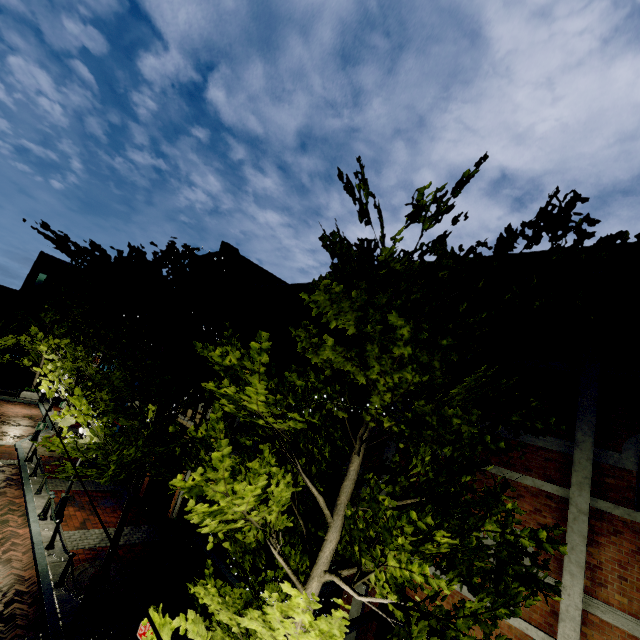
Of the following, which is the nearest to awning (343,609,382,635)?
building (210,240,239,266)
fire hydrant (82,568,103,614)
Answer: building (210,240,239,266)

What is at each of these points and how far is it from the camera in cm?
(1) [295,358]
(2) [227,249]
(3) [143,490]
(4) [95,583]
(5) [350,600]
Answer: (1) banner, 1147
(2) building, 1972
(3) building, 1623
(4) fire hydrant, 867
(5) building, 814

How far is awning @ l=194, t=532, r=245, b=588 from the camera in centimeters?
707cm

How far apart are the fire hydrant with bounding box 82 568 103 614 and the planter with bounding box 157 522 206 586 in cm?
300

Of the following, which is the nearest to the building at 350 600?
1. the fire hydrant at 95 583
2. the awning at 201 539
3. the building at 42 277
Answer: the awning at 201 539

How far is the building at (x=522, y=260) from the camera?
7.8m

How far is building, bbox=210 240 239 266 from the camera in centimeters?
1958cm
